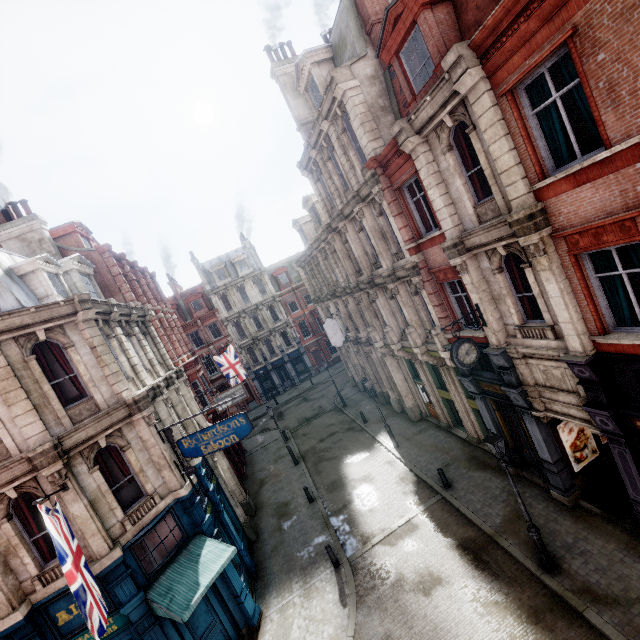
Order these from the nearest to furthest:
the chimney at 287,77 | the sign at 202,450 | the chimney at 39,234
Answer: the sign at 202,450 < the chimney at 39,234 < the chimney at 287,77

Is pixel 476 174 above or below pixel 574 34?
below

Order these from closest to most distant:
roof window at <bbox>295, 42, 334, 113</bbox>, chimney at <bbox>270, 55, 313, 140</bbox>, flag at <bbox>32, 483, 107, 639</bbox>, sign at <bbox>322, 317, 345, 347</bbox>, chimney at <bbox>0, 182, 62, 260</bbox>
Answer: flag at <bbox>32, 483, 107, 639</bbox>, roof window at <bbox>295, 42, 334, 113</bbox>, chimney at <bbox>0, 182, 62, 260</bbox>, chimney at <bbox>270, 55, 313, 140</bbox>, sign at <bbox>322, 317, 345, 347</bbox>

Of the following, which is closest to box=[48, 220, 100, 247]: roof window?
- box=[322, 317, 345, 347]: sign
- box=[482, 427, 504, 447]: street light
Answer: box=[322, 317, 345, 347]: sign

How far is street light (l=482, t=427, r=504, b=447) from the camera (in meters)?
9.20

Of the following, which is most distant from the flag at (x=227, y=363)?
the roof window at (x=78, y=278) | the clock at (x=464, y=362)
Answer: the clock at (x=464, y=362)

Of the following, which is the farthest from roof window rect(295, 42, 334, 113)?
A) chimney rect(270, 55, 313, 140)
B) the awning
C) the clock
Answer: the awning

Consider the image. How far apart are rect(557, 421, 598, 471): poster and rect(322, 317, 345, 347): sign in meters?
15.6
